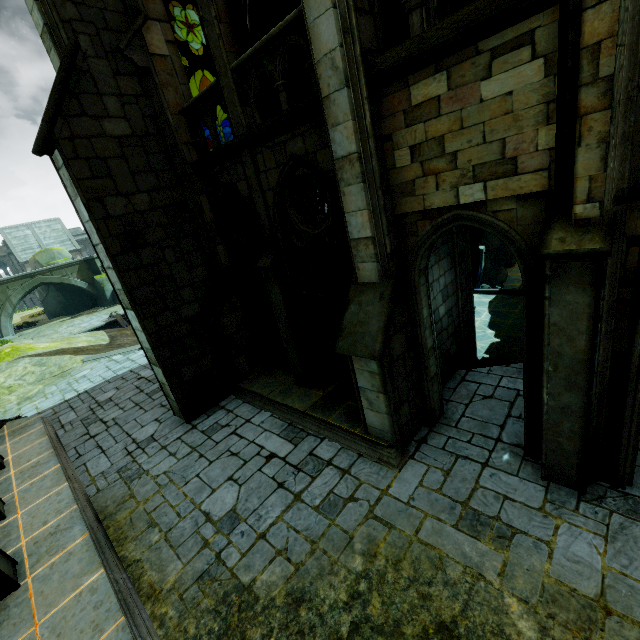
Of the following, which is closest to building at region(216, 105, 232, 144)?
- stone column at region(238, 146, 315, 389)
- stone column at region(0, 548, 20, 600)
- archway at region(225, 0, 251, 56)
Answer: archway at region(225, 0, 251, 56)

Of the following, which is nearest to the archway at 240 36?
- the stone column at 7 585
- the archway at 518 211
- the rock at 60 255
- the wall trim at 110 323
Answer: the archway at 518 211

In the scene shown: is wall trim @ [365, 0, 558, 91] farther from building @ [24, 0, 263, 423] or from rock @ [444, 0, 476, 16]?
rock @ [444, 0, 476, 16]

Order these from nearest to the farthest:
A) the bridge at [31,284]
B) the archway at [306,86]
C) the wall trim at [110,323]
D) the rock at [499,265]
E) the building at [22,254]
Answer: the archway at [306,86] → the rock at [499,265] → the wall trim at [110,323] → the bridge at [31,284] → the building at [22,254]

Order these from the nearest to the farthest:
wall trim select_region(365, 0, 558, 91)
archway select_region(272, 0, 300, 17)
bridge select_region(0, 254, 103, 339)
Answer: wall trim select_region(365, 0, 558, 91)
archway select_region(272, 0, 300, 17)
bridge select_region(0, 254, 103, 339)

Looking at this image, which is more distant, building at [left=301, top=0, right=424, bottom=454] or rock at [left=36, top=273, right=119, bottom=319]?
rock at [left=36, top=273, right=119, bottom=319]

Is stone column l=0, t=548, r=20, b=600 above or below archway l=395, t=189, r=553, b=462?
below

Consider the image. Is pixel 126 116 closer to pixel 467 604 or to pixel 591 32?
pixel 591 32
